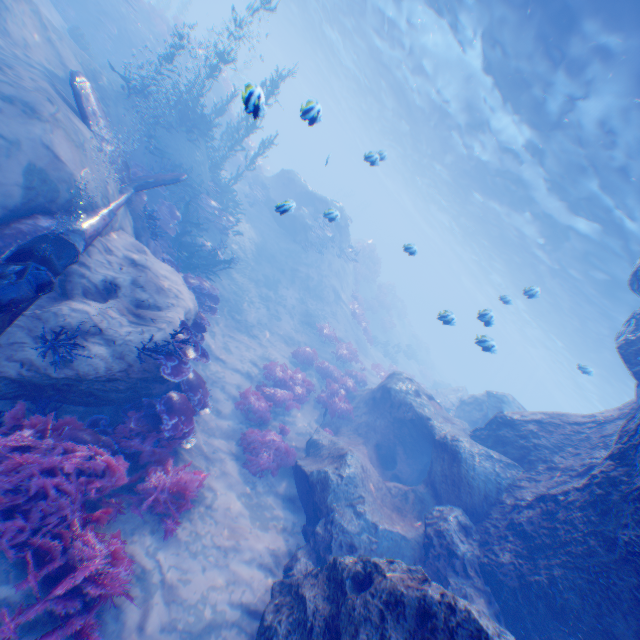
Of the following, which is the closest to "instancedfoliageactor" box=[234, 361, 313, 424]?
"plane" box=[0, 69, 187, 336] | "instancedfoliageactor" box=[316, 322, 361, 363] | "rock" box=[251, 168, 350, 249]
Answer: "rock" box=[251, 168, 350, 249]

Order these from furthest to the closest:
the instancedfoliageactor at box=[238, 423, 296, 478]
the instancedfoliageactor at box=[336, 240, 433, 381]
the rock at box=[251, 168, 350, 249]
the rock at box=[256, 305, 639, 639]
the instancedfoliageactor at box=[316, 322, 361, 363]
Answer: the instancedfoliageactor at box=[336, 240, 433, 381] < the rock at box=[251, 168, 350, 249] < the instancedfoliageactor at box=[316, 322, 361, 363] < the instancedfoliageactor at box=[238, 423, 296, 478] < the rock at box=[256, 305, 639, 639]

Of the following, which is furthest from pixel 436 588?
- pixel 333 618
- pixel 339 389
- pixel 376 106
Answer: pixel 376 106

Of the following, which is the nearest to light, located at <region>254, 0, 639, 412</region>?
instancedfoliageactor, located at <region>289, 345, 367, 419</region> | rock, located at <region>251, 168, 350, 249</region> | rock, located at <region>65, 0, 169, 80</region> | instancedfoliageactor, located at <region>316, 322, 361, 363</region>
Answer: rock, located at <region>251, 168, 350, 249</region>

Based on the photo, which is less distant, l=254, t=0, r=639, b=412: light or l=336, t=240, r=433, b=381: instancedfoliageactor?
l=254, t=0, r=639, b=412: light

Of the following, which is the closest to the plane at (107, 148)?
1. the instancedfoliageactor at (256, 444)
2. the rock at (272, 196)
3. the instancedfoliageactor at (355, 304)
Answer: the rock at (272, 196)

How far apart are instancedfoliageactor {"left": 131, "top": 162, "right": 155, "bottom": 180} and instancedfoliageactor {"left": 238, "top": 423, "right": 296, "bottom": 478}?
9.3 meters

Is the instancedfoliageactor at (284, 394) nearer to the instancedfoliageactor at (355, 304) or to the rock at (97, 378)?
the rock at (97, 378)
